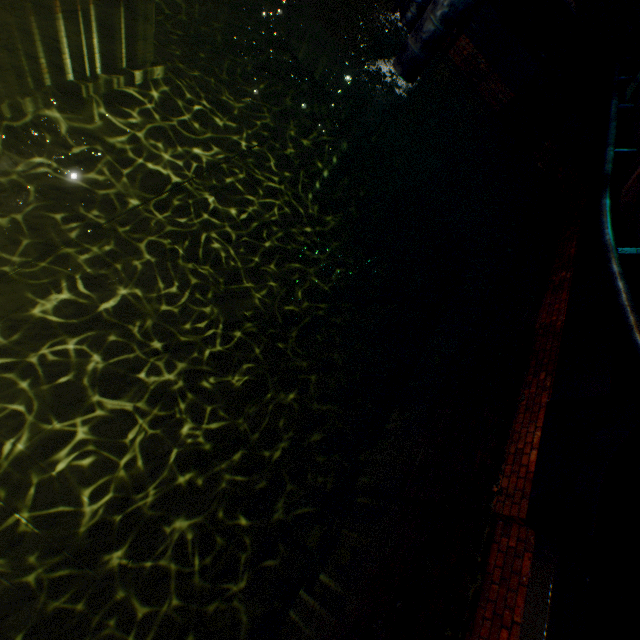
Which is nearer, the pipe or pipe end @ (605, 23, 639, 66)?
the pipe

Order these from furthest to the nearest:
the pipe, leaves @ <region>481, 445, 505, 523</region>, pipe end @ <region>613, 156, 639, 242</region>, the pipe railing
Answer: the pipe < leaves @ <region>481, 445, 505, 523</region> < pipe end @ <region>613, 156, 639, 242</region> < the pipe railing

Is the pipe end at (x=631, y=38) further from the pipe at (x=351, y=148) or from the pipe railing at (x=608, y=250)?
the pipe at (x=351, y=148)

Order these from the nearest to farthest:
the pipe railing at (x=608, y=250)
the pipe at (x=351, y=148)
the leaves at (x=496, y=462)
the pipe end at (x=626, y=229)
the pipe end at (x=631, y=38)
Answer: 1. the pipe railing at (x=608, y=250)
2. the pipe end at (x=626, y=229)
3. the leaves at (x=496, y=462)
4. the pipe at (x=351, y=148)
5. the pipe end at (x=631, y=38)

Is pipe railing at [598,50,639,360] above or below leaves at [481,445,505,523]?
above

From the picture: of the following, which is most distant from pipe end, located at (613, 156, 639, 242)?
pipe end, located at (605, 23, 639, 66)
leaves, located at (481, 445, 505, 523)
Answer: pipe end, located at (605, 23, 639, 66)

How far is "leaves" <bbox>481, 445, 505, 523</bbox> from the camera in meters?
3.9 m

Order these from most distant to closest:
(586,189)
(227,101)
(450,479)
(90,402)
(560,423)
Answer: (227,101)
(586,189)
(90,402)
(450,479)
(560,423)
